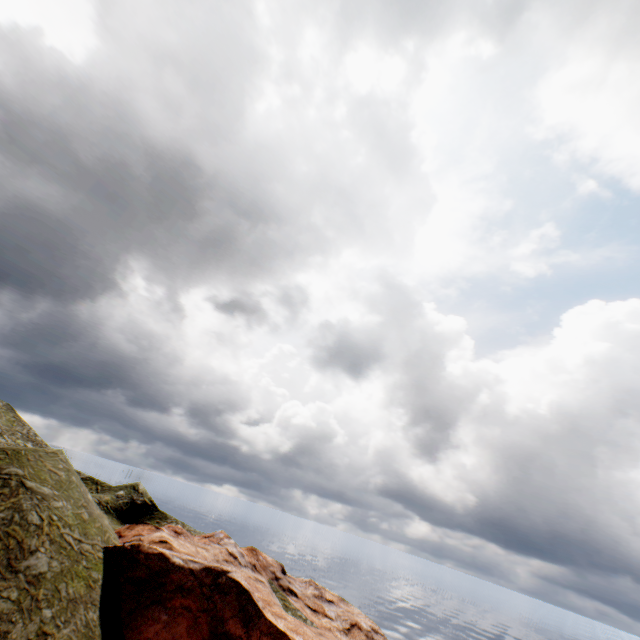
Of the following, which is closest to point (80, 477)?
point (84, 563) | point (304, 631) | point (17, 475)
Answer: point (17, 475)
